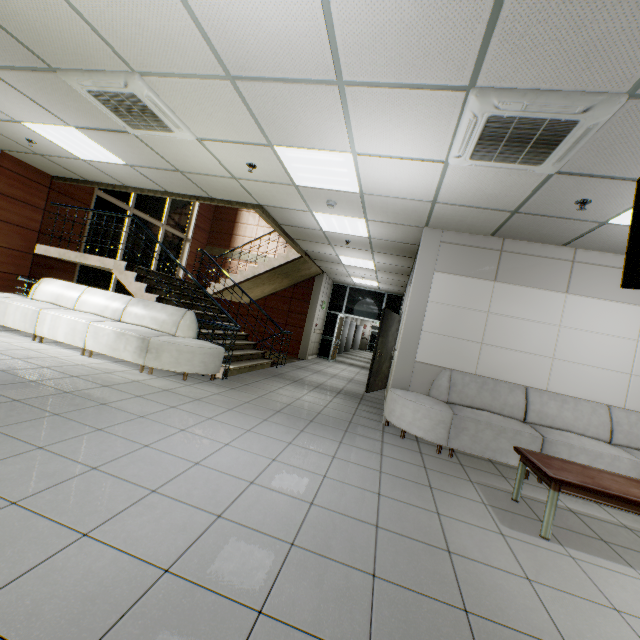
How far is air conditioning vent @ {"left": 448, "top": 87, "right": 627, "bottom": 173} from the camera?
2.3 meters

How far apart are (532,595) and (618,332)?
4.32m

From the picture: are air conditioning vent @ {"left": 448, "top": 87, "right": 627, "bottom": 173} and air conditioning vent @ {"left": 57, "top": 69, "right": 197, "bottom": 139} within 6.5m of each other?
yes

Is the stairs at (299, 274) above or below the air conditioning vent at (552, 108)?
below

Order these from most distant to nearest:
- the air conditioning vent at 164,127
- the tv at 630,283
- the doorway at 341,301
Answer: the doorway at 341,301, the air conditioning vent at 164,127, the tv at 630,283

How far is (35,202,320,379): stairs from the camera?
6.32m

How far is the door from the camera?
7.5m

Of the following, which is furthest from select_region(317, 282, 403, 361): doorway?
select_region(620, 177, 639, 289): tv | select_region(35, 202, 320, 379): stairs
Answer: select_region(620, 177, 639, 289): tv
